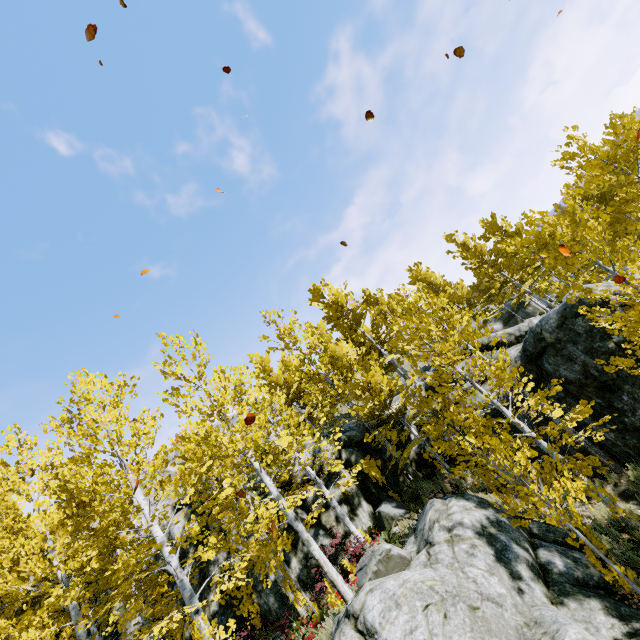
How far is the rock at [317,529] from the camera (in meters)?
12.87

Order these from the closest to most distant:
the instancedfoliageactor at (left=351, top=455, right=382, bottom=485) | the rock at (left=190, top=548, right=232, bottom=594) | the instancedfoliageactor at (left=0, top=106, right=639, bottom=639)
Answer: the instancedfoliageactor at (left=0, top=106, right=639, bottom=639) < the rock at (left=190, top=548, right=232, bottom=594) < the instancedfoliageactor at (left=351, top=455, right=382, bottom=485)

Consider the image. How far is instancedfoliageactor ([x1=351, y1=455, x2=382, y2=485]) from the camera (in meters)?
14.05

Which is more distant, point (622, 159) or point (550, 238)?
point (622, 159)

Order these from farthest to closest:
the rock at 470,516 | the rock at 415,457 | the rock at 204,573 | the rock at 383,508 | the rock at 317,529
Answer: the rock at 415,457 < the rock at 383,508 < the rock at 317,529 < the rock at 204,573 < the rock at 470,516

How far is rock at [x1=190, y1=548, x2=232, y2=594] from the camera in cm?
1222
